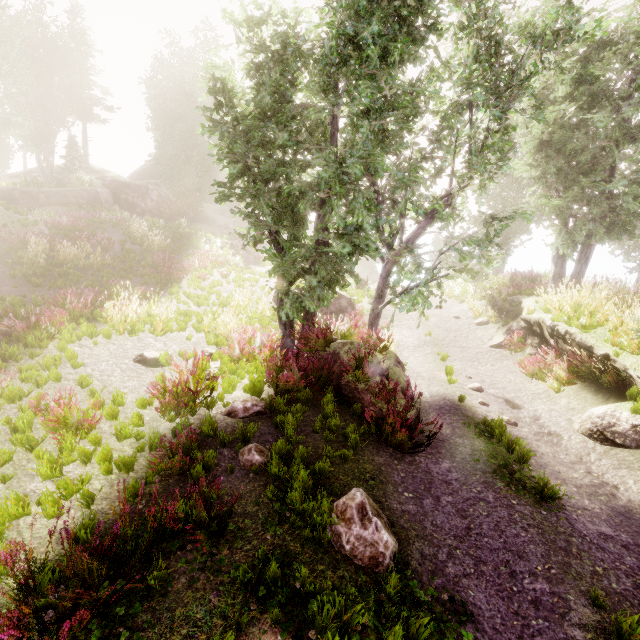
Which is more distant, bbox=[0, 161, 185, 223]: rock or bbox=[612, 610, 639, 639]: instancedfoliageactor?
bbox=[0, 161, 185, 223]: rock

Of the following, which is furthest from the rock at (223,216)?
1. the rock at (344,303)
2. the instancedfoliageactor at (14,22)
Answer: the rock at (344,303)

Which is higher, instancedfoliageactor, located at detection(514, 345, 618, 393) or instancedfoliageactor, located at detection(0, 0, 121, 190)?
instancedfoliageactor, located at detection(0, 0, 121, 190)

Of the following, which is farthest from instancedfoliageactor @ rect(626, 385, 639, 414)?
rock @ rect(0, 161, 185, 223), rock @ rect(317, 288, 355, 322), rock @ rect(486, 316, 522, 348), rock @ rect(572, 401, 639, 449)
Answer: rock @ rect(572, 401, 639, 449)

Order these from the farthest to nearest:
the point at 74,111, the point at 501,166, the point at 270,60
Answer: the point at 74,111, the point at 501,166, the point at 270,60

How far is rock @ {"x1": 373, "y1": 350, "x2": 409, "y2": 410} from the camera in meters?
7.7 m

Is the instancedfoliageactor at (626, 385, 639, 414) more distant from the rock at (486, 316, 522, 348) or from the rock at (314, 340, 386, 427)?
the rock at (486, 316, 522, 348)

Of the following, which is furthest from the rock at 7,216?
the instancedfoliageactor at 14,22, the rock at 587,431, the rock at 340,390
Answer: the rock at 587,431
